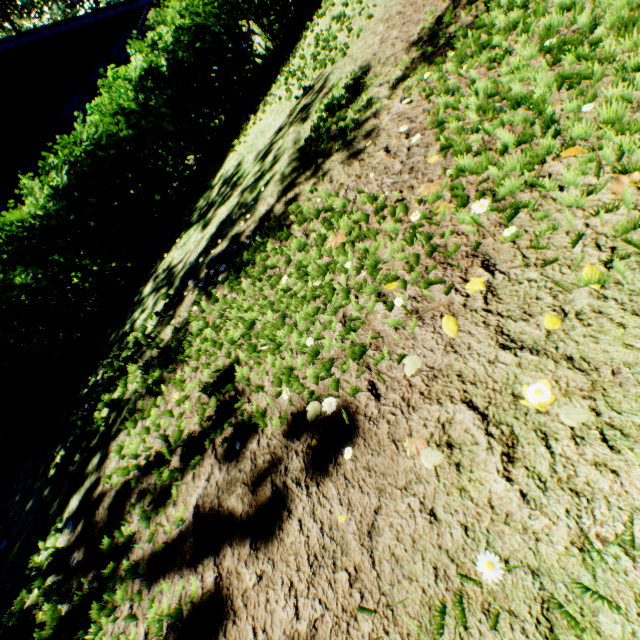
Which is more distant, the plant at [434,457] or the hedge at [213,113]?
the hedge at [213,113]

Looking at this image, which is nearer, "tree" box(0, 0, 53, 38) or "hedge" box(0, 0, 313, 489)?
"hedge" box(0, 0, 313, 489)

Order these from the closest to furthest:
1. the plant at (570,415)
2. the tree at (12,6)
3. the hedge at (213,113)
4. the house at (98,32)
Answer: the plant at (570,415)
the hedge at (213,113)
the house at (98,32)
the tree at (12,6)

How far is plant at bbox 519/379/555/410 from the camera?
1.2m

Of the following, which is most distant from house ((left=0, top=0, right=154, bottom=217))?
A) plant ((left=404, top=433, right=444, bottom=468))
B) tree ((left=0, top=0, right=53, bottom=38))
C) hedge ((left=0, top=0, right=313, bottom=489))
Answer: plant ((left=404, top=433, right=444, bottom=468))

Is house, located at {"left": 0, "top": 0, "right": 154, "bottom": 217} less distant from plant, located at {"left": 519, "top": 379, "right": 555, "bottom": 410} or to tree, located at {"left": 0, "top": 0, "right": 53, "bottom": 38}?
tree, located at {"left": 0, "top": 0, "right": 53, "bottom": 38}

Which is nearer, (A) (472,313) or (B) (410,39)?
(A) (472,313)
